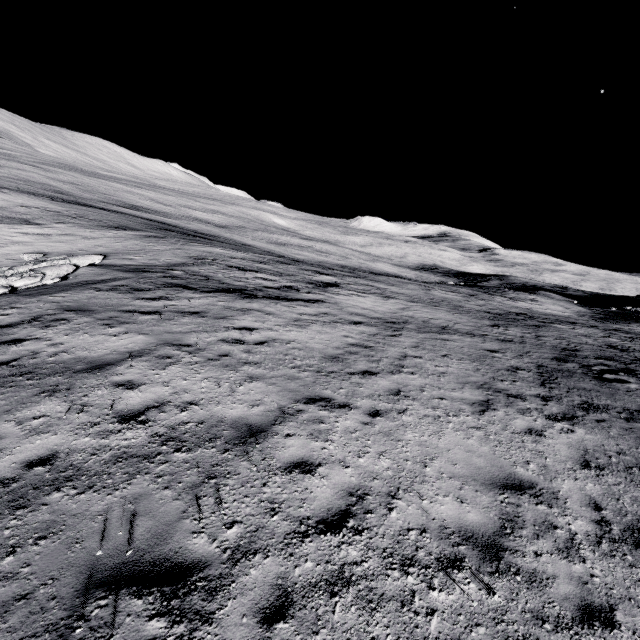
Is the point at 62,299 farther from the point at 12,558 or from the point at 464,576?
the point at 464,576
